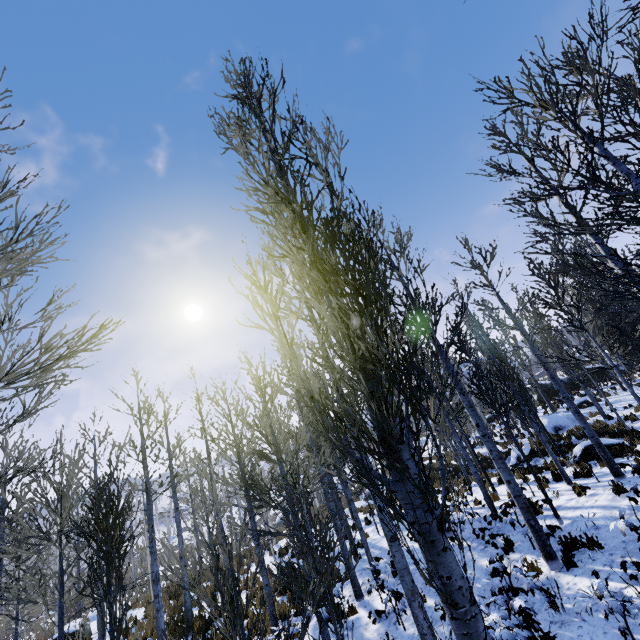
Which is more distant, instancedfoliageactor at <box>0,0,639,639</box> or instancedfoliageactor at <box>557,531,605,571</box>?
instancedfoliageactor at <box>557,531,605,571</box>

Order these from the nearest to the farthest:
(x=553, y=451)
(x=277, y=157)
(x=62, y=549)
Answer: (x=277, y=157), (x=62, y=549), (x=553, y=451)

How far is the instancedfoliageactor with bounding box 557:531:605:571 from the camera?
6.18m

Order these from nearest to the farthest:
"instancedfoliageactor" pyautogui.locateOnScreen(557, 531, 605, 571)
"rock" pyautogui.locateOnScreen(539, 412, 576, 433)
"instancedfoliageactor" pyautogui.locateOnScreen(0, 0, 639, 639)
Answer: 1. "instancedfoliageactor" pyautogui.locateOnScreen(0, 0, 639, 639)
2. "instancedfoliageactor" pyautogui.locateOnScreen(557, 531, 605, 571)
3. "rock" pyautogui.locateOnScreen(539, 412, 576, 433)

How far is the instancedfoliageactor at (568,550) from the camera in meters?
6.2 m

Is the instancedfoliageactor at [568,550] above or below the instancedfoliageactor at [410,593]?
below

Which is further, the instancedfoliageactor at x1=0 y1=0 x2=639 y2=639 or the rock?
the rock
